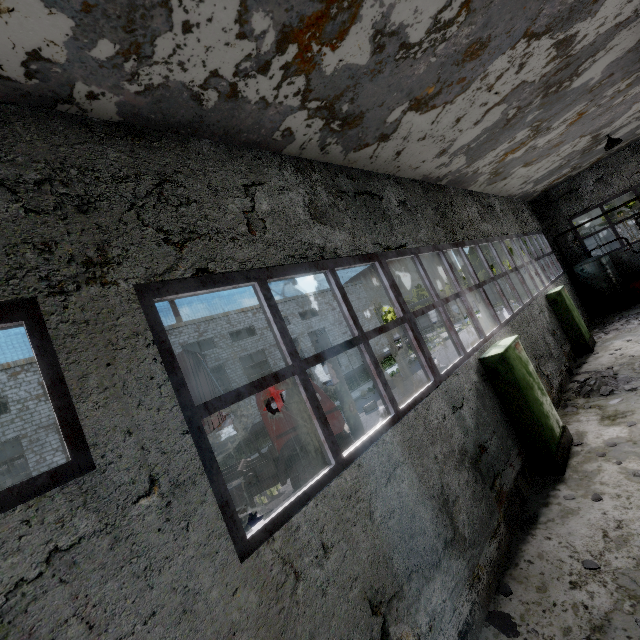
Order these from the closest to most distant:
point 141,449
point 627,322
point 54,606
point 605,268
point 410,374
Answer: point 54,606 → point 141,449 → point 627,322 → point 605,268 → point 410,374

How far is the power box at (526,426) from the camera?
6.1m

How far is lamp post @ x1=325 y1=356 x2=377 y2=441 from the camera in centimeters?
1127cm

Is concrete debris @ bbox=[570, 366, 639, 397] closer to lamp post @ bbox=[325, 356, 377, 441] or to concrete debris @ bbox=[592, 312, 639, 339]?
concrete debris @ bbox=[592, 312, 639, 339]

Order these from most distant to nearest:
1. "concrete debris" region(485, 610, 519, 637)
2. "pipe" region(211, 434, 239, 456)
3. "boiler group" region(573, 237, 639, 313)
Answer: "pipe" region(211, 434, 239, 456), "boiler group" region(573, 237, 639, 313), "concrete debris" region(485, 610, 519, 637)

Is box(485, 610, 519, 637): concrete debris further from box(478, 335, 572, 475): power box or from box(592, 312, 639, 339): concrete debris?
box(592, 312, 639, 339): concrete debris

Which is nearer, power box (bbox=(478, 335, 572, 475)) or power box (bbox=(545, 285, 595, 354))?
power box (bbox=(478, 335, 572, 475))

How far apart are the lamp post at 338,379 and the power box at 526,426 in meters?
5.4
